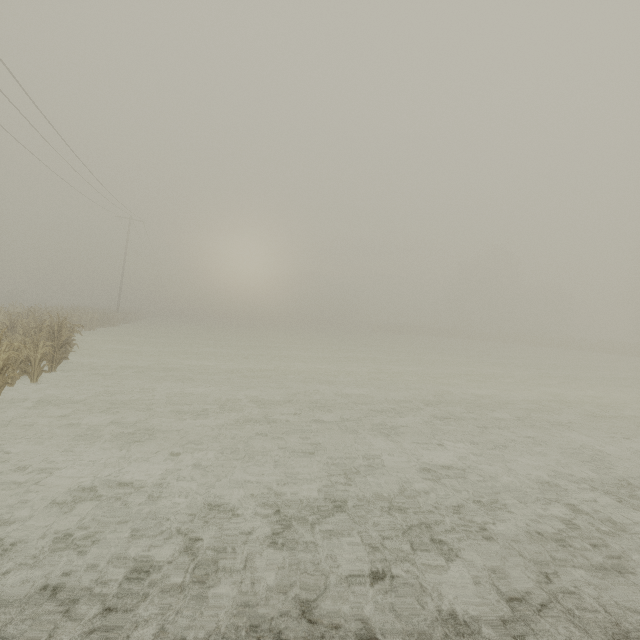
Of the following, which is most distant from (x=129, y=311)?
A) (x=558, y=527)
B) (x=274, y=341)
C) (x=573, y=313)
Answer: (x=573, y=313)
